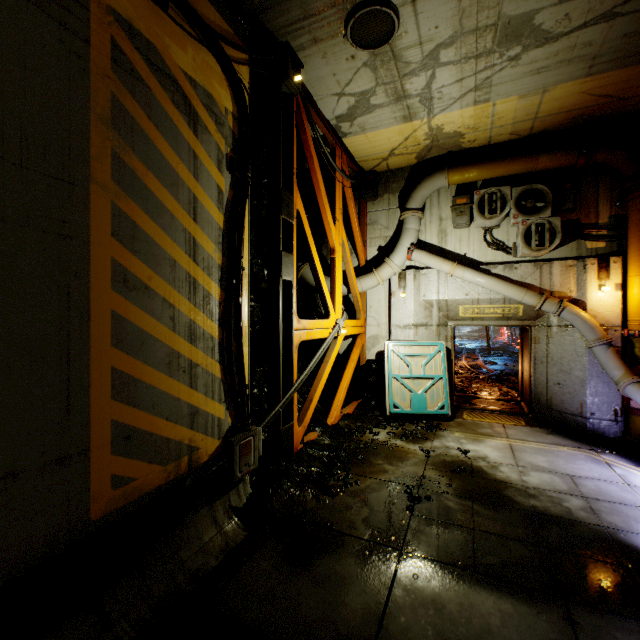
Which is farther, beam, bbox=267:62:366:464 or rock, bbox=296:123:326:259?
rock, bbox=296:123:326:259

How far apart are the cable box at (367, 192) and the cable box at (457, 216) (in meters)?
2.21

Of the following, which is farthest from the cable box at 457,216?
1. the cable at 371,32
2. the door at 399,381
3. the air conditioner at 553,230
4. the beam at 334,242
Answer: the cable at 371,32

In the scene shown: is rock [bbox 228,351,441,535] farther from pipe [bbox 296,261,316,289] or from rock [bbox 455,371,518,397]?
rock [bbox 455,371,518,397]

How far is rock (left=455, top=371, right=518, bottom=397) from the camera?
10.70m

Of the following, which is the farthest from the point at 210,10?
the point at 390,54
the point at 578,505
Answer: the point at 578,505

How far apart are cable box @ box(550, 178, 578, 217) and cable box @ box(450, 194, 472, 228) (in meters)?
1.73

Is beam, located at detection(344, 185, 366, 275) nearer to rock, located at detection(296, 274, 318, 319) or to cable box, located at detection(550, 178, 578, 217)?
rock, located at detection(296, 274, 318, 319)
